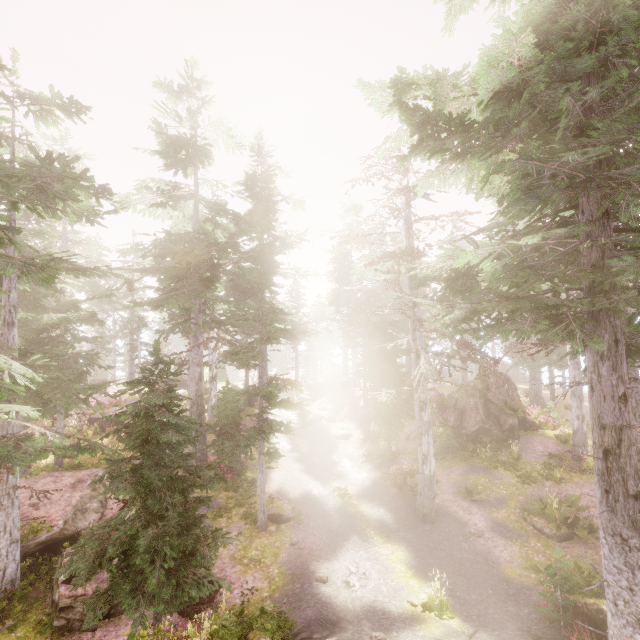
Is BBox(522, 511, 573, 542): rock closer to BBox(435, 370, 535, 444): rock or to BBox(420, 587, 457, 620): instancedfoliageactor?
BBox(420, 587, 457, 620): instancedfoliageactor

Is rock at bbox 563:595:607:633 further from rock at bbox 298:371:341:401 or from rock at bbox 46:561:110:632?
rock at bbox 298:371:341:401

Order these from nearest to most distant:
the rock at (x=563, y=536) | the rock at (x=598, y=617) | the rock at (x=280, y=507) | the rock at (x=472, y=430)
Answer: the rock at (x=598, y=617)
the rock at (x=563, y=536)
the rock at (x=280, y=507)
the rock at (x=472, y=430)

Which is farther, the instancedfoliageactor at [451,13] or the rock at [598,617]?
the instancedfoliageactor at [451,13]

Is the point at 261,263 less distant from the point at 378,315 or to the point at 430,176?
the point at 378,315

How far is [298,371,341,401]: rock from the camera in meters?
40.4 m

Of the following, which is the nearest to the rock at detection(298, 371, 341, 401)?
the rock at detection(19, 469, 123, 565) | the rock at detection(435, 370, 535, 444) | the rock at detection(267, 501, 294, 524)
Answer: the rock at detection(435, 370, 535, 444)
